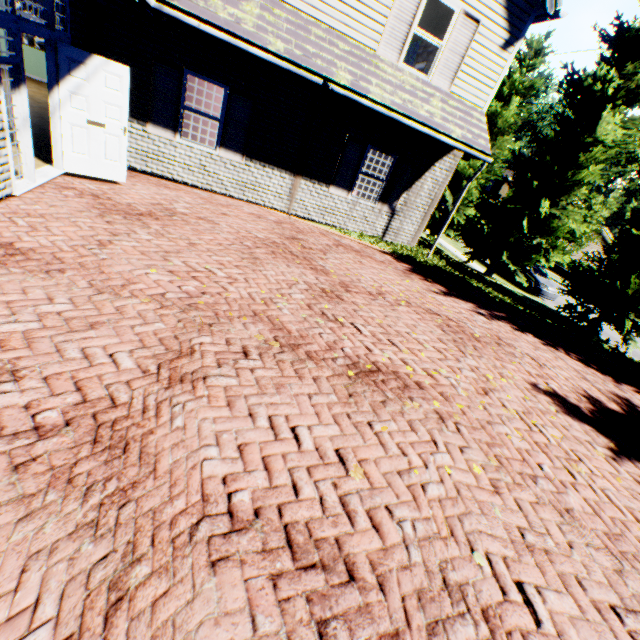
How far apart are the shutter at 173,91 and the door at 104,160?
1.4 meters

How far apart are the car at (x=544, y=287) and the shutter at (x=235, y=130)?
17.6m

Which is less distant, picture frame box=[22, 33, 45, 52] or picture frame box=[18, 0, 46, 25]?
picture frame box=[18, 0, 46, 25]

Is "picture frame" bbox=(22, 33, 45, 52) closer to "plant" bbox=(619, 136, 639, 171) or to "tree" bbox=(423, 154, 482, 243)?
"tree" bbox=(423, 154, 482, 243)

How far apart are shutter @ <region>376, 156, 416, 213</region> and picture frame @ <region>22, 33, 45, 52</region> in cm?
1587

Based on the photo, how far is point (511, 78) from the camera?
16.0 meters

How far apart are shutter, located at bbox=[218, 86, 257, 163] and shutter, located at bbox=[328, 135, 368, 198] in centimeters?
251cm

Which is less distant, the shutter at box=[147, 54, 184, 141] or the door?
the door
